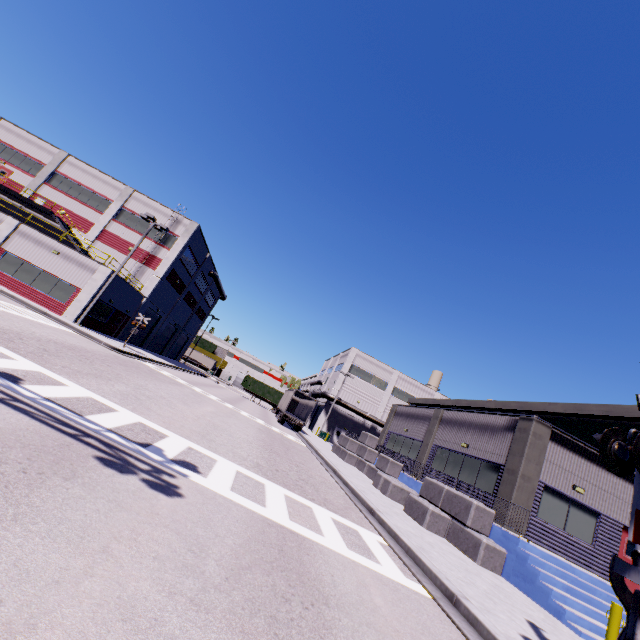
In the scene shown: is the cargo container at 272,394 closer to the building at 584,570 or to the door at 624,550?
the building at 584,570

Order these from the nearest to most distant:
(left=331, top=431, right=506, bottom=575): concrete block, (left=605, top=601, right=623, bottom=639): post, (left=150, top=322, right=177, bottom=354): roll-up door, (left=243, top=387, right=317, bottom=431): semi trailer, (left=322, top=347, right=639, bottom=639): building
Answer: (left=605, top=601, right=623, bottom=639): post
(left=322, top=347, right=639, bottom=639): building
(left=331, top=431, right=506, bottom=575): concrete block
(left=243, top=387, right=317, bottom=431): semi trailer
(left=150, top=322, right=177, bottom=354): roll-up door

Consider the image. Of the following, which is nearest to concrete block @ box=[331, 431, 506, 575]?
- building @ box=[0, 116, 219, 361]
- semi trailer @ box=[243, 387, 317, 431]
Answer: building @ box=[0, 116, 219, 361]

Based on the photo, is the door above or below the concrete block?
above

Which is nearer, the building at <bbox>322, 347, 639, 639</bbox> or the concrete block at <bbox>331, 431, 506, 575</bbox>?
the building at <bbox>322, 347, 639, 639</bbox>

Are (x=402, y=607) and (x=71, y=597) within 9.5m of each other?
yes

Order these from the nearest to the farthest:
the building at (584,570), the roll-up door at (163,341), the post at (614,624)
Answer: the post at (614,624)
the building at (584,570)
the roll-up door at (163,341)

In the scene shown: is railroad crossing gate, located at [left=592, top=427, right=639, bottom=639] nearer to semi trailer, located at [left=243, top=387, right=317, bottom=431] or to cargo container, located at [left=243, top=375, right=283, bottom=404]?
semi trailer, located at [left=243, top=387, right=317, bottom=431]
